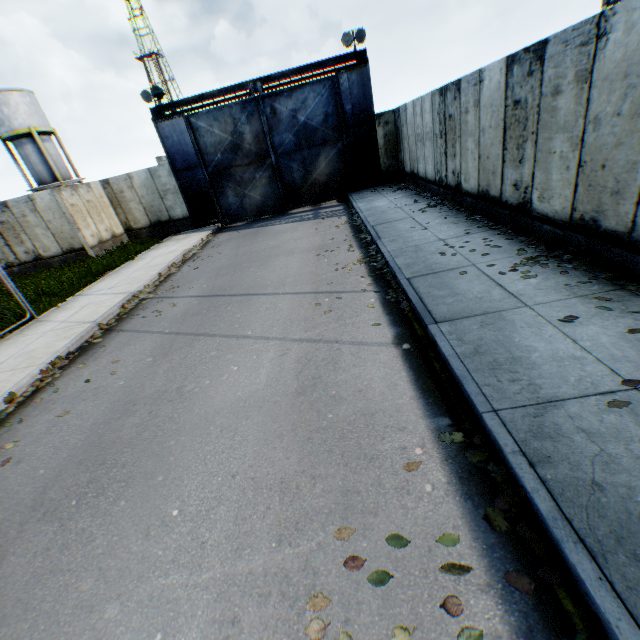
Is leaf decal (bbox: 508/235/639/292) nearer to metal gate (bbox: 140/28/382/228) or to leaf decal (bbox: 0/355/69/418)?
leaf decal (bbox: 0/355/69/418)

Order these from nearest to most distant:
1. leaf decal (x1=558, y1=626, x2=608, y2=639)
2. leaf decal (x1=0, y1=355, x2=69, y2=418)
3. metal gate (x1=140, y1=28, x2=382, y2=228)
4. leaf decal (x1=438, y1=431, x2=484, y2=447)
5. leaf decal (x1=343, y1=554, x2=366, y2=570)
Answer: leaf decal (x1=558, y1=626, x2=608, y2=639)
leaf decal (x1=343, y1=554, x2=366, y2=570)
leaf decal (x1=438, y1=431, x2=484, y2=447)
leaf decal (x1=0, y1=355, x2=69, y2=418)
metal gate (x1=140, y1=28, x2=382, y2=228)

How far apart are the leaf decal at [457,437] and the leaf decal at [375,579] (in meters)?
0.84

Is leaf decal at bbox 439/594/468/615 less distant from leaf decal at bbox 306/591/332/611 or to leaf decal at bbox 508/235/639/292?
leaf decal at bbox 306/591/332/611

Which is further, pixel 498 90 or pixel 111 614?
pixel 498 90

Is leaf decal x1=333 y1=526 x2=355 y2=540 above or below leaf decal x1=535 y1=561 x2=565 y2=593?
below

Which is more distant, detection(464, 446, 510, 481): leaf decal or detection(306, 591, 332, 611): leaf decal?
detection(464, 446, 510, 481): leaf decal

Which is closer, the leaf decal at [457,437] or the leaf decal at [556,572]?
the leaf decal at [556,572]
